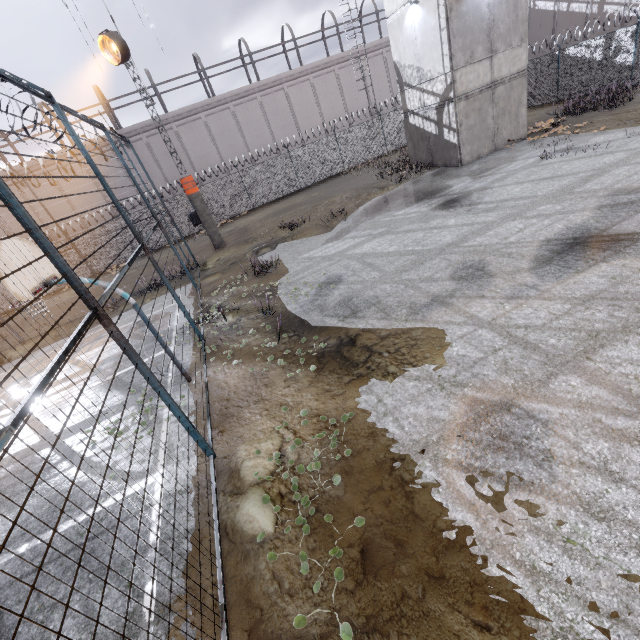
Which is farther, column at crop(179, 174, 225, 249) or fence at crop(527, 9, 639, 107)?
fence at crop(527, 9, 639, 107)

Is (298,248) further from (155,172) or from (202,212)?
(155,172)

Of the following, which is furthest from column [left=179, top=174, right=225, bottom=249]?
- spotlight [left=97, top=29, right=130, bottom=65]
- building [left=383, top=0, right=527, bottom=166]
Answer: building [left=383, top=0, right=527, bottom=166]

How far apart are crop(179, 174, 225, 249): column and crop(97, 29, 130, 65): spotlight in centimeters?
455cm

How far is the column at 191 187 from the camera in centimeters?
1566cm

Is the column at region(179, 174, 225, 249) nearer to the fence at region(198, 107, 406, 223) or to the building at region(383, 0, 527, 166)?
the fence at region(198, 107, 406, 223)

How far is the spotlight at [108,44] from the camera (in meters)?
12.34

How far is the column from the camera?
15.66m
